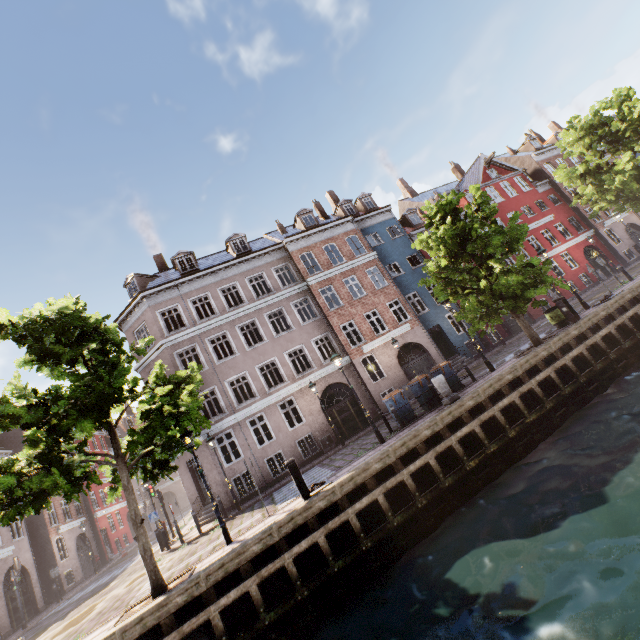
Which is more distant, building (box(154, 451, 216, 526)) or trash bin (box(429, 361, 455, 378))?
building (box(154, 451, 216, 526))

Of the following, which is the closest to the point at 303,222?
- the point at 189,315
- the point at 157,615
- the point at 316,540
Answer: the point at 189,315

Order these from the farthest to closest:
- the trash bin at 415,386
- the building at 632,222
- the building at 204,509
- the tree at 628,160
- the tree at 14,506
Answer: the building at 632,222 → the tree at 628,160 → the building at 204,509 → the trash bin at 415,386 → the tree at 14,506

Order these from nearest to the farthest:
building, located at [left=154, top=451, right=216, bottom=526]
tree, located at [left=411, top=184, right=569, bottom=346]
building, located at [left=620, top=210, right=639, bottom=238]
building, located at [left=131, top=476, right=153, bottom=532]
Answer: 1. tree, located at [left=411, top=184, right=569, bottom=346]
2. building, located at [left=154, top=451, right=216, bottom=526]
3. building, located at [left=620, top=210, right=639, bottom=238]
4. building, located at [left=131, top=476, right=153, bottom=532]

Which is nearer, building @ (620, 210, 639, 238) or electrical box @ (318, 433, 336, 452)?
electrical box @ (318, 433, 336, 452)

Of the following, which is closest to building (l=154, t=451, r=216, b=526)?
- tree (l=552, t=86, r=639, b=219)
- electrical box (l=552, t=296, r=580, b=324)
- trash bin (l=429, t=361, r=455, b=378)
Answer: tree (l=552, t=86, r=639, b=219)

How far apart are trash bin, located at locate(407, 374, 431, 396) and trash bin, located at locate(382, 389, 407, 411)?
0.55m

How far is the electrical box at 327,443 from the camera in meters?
18.7
